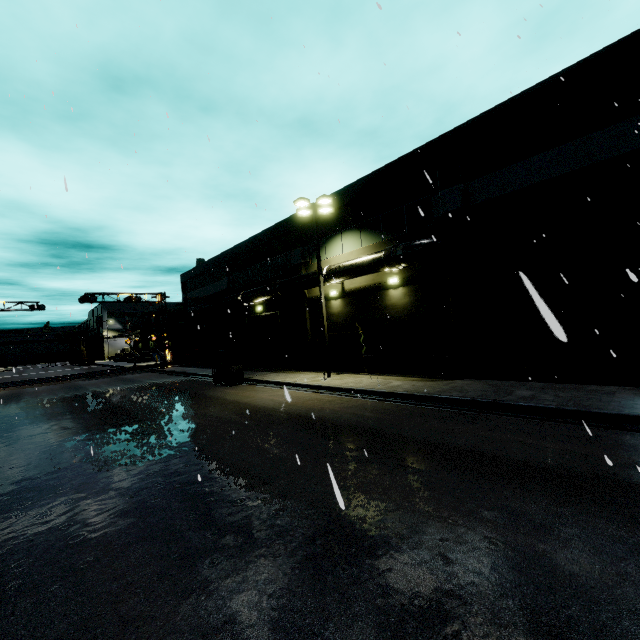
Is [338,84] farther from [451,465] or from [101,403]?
[101,403]

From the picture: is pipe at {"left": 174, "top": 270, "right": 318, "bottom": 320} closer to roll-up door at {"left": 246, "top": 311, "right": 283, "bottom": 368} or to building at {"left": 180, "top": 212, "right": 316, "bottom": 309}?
building at {"left": 180, "top": 212, "right": 316, "bottom": 309}

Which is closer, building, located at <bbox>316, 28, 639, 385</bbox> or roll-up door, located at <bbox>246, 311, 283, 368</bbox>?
building, located at <bbox>316, 28, 639, 385</bbox>

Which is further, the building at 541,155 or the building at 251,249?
the building at 251,249

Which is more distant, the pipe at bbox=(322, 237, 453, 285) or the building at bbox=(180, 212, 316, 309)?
the building at bbox=(180, 212, 316, 309)

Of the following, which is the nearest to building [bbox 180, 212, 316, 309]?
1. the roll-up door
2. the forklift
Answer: the roll-up door

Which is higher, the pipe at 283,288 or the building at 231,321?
the pipe at 283,288
